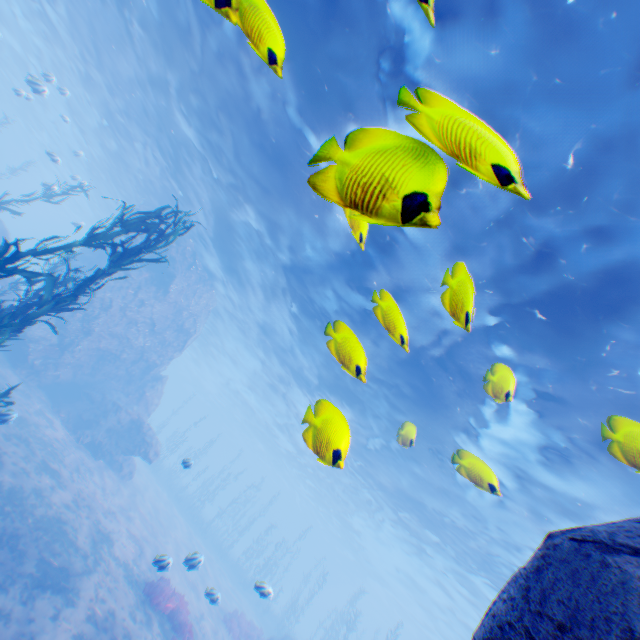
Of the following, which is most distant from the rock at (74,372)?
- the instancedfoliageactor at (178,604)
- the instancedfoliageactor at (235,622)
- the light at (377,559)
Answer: the instancedfoliageactor at (235,622)

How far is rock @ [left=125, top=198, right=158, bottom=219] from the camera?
21.9 meters

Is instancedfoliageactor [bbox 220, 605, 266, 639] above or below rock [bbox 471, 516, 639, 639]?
below

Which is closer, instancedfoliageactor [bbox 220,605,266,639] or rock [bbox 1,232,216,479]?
instancedfoliageactor [bbox 220,605,266,639]

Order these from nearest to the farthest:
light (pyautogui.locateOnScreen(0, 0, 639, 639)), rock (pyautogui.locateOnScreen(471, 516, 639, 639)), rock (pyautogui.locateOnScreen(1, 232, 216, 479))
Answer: rock (pyautogui.locateOnScreen(471, 516, 639, 639)) < light (pyautogui.locateOnScreen(0, 0, 639, 639)) < rock (pyautogui.locateOnScreen(1, 232, 216, 479))

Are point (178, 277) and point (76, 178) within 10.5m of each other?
yes

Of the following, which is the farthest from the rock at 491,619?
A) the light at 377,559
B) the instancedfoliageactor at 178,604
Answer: the instancedfoliageactor at 178,604
